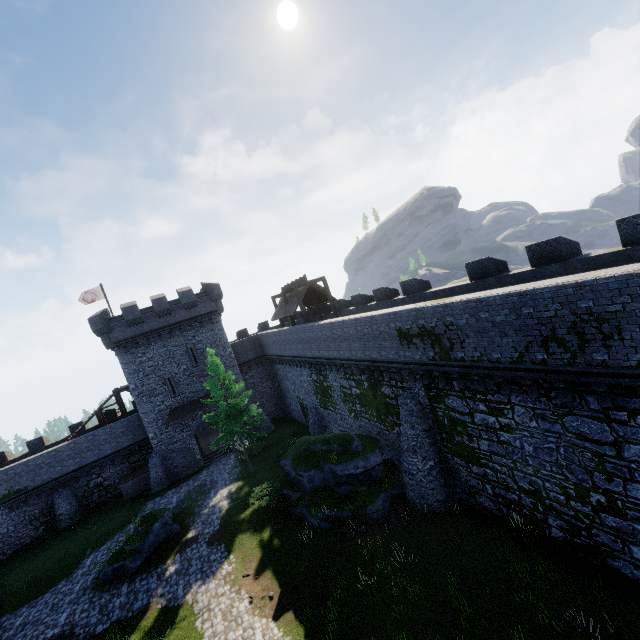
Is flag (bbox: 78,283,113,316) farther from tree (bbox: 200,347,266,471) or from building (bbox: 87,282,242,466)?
tree (bbox: 200,347,266,471)

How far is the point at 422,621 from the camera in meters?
11.4

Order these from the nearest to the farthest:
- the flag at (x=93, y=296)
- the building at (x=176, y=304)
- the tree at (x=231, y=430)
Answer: the tree at (x=231, y=430) → the building at (x=176, y=304) → the flag at (x=93, y=296)

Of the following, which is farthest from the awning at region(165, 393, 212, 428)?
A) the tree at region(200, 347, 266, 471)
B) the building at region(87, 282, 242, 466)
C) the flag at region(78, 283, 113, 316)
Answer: the flag at region(78, 283, 113, 316)

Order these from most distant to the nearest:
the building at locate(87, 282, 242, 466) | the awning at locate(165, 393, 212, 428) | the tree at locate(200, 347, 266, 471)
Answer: the awning at locate(165, 393, 212, 428)
the building at locate(87, 282, 242, 466)
the tree at locate(200, 347, 266, 471)

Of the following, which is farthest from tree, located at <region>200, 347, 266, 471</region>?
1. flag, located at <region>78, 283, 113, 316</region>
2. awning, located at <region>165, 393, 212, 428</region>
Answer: flag, located at <region>78, 283, 113, 316</region>

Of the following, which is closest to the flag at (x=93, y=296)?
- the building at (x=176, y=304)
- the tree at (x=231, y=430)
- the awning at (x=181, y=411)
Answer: the building at (x=176, y=304)

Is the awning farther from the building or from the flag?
the flag
